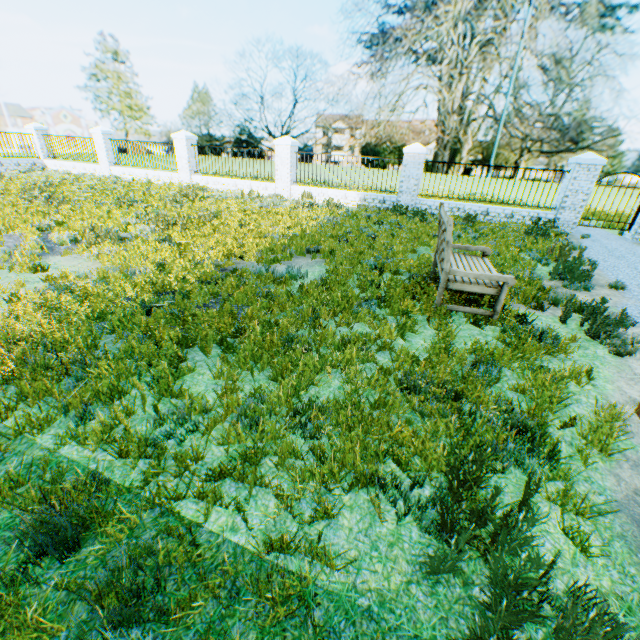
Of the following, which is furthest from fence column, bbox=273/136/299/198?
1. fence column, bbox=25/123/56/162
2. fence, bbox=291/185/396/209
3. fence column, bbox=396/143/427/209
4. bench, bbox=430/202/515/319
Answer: fence column, bbox=25/123/56/162

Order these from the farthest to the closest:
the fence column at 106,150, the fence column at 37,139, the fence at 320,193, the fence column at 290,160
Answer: the fence column at 37,139 → the fence column at 106,150 → the fence column at 290,160 → the fence at 320,193

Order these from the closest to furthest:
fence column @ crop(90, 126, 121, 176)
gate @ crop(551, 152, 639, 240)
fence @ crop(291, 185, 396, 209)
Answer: gate @ crop(551, 152, 639, 240), fence @ crop(291, 185, 396, 209), fence column @ crop(90, 126, 121, 176)

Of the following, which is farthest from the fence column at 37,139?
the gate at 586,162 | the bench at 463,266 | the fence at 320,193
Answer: the gate at 586,162

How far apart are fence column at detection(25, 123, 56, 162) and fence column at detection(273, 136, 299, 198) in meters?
15.8

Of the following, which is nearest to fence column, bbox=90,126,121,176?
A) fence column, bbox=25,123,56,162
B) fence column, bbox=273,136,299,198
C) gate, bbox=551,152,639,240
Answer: fence column, bbox=25,123,56,162

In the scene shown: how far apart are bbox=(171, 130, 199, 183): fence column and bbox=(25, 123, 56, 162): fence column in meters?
10.3 m

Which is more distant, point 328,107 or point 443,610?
point 328,107
